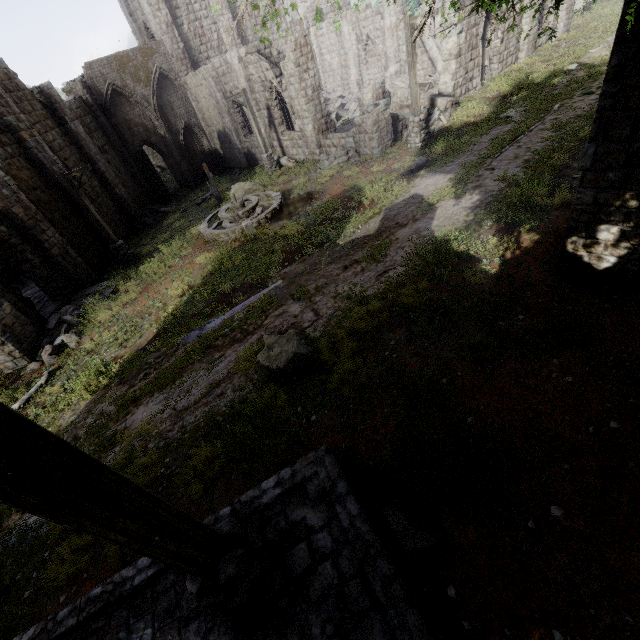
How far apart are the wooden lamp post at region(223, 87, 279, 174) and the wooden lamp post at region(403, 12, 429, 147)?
8.37m

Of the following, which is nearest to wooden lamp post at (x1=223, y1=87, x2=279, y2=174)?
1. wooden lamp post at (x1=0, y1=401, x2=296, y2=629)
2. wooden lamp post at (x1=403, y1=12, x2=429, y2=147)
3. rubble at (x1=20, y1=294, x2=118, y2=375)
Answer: wooden lamp post at (x1=403, y1=12, x2=429, y2=147)

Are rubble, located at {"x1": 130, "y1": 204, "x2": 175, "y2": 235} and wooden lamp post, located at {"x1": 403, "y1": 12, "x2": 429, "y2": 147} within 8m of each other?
no

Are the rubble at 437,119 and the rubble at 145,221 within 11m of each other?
no

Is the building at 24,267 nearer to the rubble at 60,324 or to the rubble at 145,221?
the rubble at 60,324

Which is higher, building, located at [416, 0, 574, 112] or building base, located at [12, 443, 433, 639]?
building, located at [416, 0, 574, 112]

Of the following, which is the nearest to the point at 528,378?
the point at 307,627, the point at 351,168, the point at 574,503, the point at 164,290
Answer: the point at 574,503

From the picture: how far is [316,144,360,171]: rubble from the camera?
16.97m
